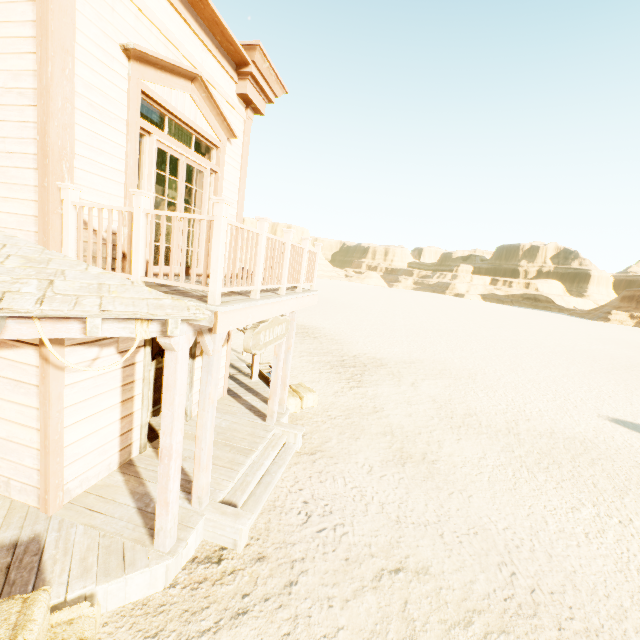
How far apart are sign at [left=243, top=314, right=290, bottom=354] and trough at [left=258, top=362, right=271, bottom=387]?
3.8m

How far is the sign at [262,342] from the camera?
4.6m

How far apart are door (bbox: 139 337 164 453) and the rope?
1.97m

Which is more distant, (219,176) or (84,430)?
(219,176)

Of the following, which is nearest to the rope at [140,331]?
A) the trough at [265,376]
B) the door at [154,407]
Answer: the door at [154,407]

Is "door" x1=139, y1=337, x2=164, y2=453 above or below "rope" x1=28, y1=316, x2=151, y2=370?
below

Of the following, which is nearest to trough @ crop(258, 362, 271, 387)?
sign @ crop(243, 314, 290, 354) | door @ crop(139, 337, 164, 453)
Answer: door @ crop(139, 337, 164, 453)

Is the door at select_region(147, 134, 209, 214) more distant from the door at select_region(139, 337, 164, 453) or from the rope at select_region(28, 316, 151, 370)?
the rope at select_region(28, 316, 151, 370)
